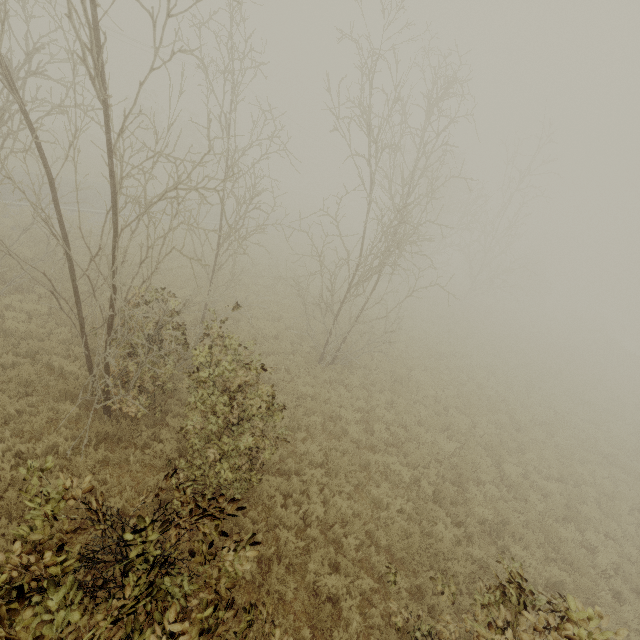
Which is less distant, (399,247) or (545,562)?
(545,562)
